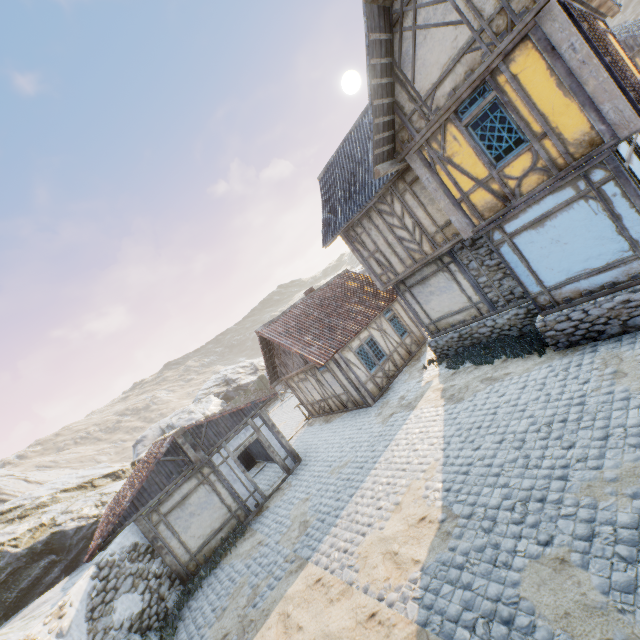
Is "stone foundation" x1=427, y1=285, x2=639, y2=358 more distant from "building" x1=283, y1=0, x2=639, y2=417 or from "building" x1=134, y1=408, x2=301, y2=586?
"building" x1=134, y1=408, x2=301, y2=586

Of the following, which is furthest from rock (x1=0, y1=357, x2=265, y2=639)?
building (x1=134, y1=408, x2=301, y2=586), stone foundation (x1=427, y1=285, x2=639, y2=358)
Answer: stone foundation (x1=427, y1=285, x2=639, y2=358)

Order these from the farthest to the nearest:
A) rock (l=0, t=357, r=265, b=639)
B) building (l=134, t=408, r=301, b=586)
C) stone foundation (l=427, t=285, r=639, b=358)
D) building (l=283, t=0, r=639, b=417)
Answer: rock (l=0, t=357, r=265, b=639) → building (l=134, t=408, r=301, b=586) → stone foundation (l=427, t=285, r=639, b=358) → building (l=283, t=0, r=639, b=417)

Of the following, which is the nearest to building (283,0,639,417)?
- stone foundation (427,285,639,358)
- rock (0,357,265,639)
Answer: stone foundation (427,285,639,358)

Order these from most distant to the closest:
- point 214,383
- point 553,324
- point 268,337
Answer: point 214,383 < point 268,337 < point 553,324

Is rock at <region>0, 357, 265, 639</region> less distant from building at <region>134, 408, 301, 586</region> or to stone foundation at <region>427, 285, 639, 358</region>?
building at <region>134, 408, 301, 586</region>

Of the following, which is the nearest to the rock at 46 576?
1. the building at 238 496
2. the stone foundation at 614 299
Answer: the building at 238 496

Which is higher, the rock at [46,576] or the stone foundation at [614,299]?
the rock at [46,576]
